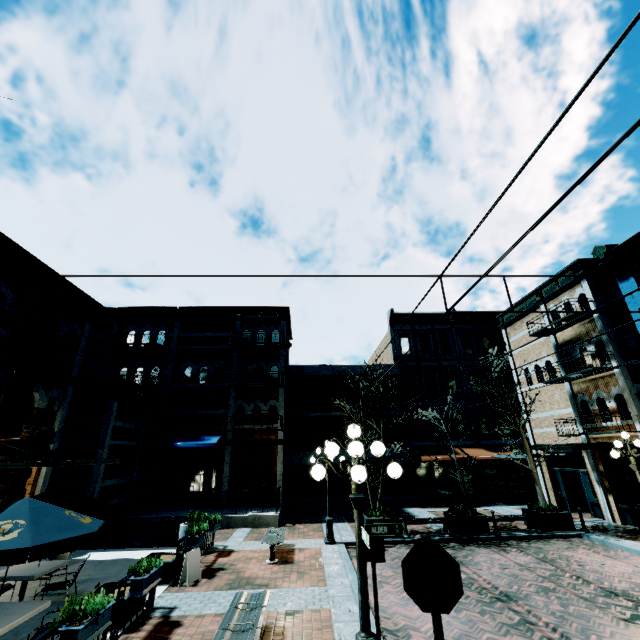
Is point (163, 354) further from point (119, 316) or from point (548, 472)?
point (548, 472)

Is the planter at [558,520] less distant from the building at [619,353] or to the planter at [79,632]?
the building at [619,353]

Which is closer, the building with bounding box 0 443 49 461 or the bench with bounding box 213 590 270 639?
the bench with bounding box 213 590 270 639

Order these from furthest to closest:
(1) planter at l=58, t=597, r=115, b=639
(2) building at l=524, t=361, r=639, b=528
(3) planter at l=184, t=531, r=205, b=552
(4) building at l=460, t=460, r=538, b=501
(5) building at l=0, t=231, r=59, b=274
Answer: (4) building at l=460, t=460, r=538, b=501
(2) building at l=524, t=361, r=639, b=528
(5) building at l=0, t=231, r=59, b=274
(3) planter at l=184, t=531, r=205, b=552
(1) planter at l=58, t=597, r=115, b=639

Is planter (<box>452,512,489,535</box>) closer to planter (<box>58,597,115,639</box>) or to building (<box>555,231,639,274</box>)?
building (<box>555,231,639,274</box>)

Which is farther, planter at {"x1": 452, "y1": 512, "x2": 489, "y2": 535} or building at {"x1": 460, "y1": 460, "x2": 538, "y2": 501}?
building at {"x1": 460, "y1": 460, "x2": 538, "y2": 501}

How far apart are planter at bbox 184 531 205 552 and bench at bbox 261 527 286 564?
1.8m

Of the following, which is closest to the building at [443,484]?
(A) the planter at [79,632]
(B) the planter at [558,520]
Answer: (B) the planter at [558,520]
